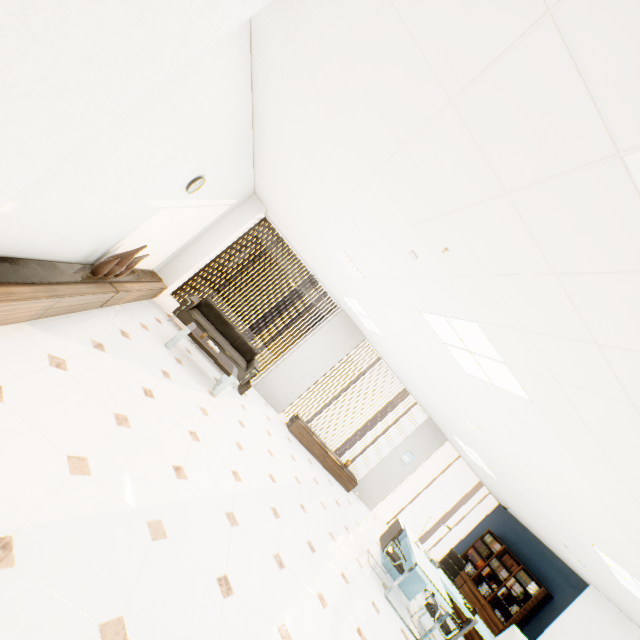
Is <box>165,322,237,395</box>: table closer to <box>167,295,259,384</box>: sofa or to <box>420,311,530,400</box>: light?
<box>167,295,259,384</box>: sofa

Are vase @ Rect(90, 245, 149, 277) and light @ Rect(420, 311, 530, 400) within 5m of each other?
yes

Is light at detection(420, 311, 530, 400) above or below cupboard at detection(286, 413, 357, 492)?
above

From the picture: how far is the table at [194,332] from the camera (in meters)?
5.19

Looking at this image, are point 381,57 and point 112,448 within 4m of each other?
yes

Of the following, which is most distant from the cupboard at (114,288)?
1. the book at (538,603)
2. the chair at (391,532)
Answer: the book at (538,603)

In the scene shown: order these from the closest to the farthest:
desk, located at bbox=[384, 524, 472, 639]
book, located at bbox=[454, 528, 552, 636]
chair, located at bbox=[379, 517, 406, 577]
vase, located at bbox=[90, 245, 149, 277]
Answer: vase, located at bbox=[90, 245, 149, 277] → desk, located at bbox=[384, 524, 472, 639] → chair, located at bbox=[379, 517, 406, 577] → book, located at bbox=[454, 528, 552, 636]

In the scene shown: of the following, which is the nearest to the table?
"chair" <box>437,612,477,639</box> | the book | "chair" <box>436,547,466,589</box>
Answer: "chair" <box>437,612,477,639</box>
